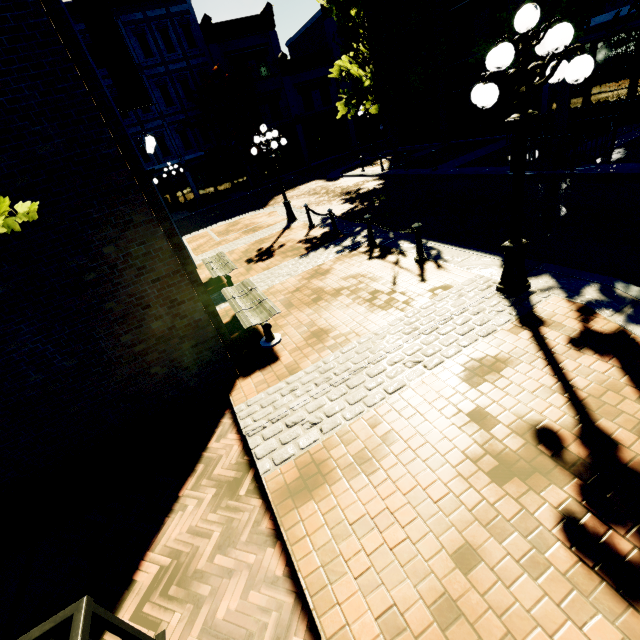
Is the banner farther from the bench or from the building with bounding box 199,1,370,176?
the building with bounding box 199,1,370,176

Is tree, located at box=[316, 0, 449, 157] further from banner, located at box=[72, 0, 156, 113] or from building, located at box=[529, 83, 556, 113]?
banner, located at box=[72, 0, 156, 113]

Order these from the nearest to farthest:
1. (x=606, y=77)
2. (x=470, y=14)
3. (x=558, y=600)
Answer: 1. (x=558, y=600)
2. (x=606, y=77)
3. (x=470, y=14)

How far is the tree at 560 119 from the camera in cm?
956

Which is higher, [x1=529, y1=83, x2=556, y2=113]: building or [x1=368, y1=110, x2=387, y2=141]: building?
[x1=368, y1=110, x2=387, y2=141]: building

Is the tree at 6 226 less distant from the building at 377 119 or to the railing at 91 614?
the building at 377 119

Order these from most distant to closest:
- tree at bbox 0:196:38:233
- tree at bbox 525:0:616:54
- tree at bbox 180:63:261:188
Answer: tree at bbox 180:63:261:188 → tree at bbox 525:0:616:54 → tree at bbox 0:196:38:233

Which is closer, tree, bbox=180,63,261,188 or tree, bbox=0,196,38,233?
tree, bbox=0,196,38,233
